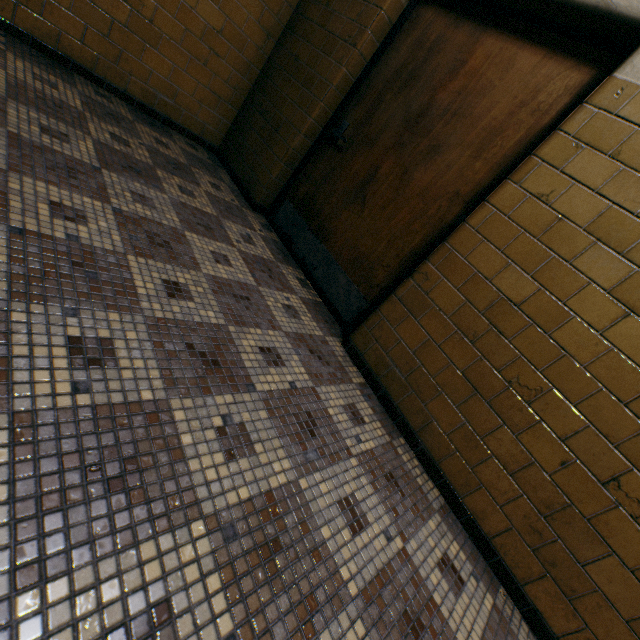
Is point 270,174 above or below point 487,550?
above
